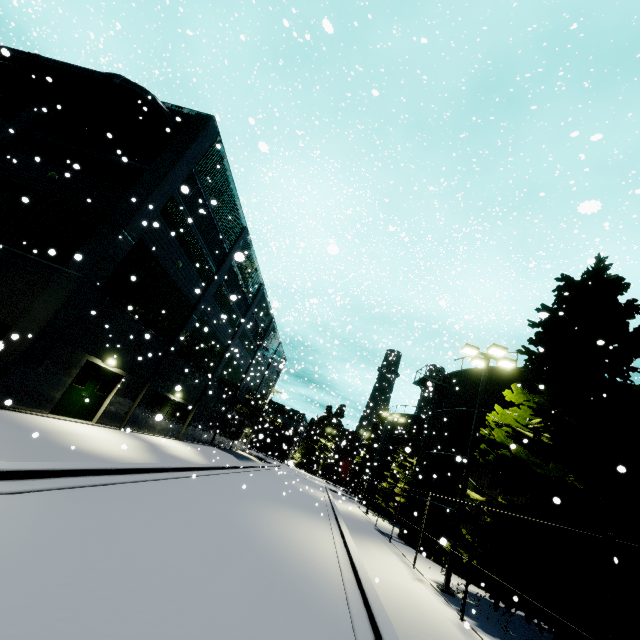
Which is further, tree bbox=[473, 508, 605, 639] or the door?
the door

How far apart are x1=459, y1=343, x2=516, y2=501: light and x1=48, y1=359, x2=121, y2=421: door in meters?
16.7 m

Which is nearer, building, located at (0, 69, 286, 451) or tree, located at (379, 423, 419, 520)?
building, located at (0, 69, 286, 451)

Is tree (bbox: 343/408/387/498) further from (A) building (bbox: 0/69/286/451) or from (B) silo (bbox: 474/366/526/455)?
(A) building (bbox: 0/69/286/451)

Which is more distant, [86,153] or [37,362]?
[86,153]

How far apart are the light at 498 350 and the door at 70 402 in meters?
16.7 m

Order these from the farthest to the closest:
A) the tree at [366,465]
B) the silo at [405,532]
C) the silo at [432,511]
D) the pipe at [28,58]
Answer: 1. the tree at [366,465]
2. the silo at [405,532]
3. the silo at [432,511]
4. the pipe at [28,58]

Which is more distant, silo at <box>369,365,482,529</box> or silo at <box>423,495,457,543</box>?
silo at <box>369,365,482,529</box>
